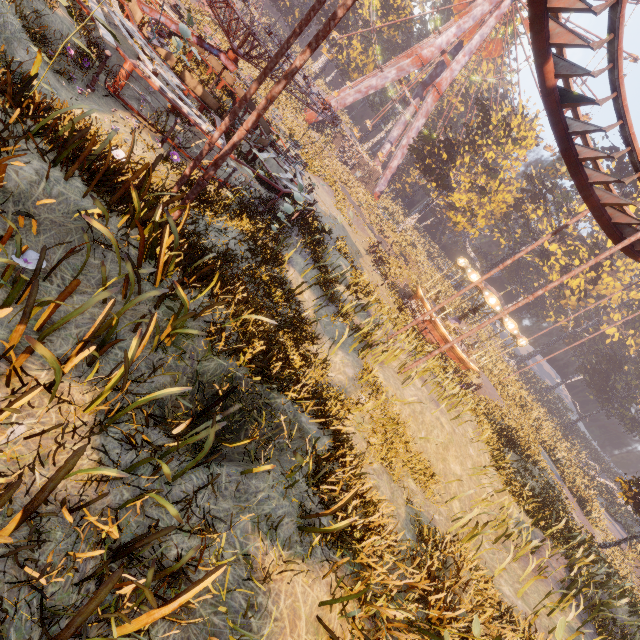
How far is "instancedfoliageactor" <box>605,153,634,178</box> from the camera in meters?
38.8

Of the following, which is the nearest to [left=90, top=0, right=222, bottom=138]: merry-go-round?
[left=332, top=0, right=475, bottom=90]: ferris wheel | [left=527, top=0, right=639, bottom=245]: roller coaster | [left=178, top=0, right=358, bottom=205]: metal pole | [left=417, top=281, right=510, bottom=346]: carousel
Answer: [left=178, top=0, right=358, bottom=205]: metal pole

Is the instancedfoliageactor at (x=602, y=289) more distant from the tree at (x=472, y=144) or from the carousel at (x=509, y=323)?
the tree at (x=472, y=144)

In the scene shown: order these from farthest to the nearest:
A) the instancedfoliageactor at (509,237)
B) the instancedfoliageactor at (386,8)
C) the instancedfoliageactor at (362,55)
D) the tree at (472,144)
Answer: the instancedfoliageactor at (362,55) → the instancedfoliageactor at (386,8) → the instancedfoliageactor at (509,237) → the tree at (472,144)

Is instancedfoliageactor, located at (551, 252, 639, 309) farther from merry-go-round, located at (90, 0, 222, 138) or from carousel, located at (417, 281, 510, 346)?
merry-go-round, located at (90, 0, 222, 138)

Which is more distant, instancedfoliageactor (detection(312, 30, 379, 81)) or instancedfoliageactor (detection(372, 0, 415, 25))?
instancedfoliageactor (detection(312, 30, 379, 81))

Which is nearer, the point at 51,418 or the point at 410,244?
the point at 51,418

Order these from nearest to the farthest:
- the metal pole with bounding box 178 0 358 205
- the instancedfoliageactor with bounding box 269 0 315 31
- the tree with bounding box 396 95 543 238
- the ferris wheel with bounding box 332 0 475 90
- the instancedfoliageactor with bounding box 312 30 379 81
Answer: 1. the metal pole with bounding box 178 0 358 205
2. the tree with bounding box 396 95 543 238
3. the ferris wheel with bounding box 332 0 475 90
4. the instancedfoliageactor with bounding box 312 30 379 81
5. the instancedfoliageactor with bounding box 269 0 315 31
